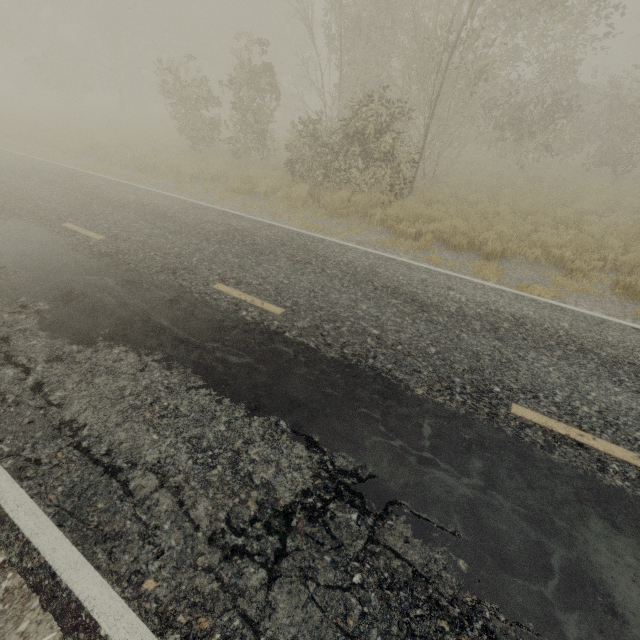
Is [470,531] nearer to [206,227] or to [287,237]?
[287,237]

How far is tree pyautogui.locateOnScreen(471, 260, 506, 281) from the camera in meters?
7.2

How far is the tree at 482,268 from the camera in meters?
7.2
